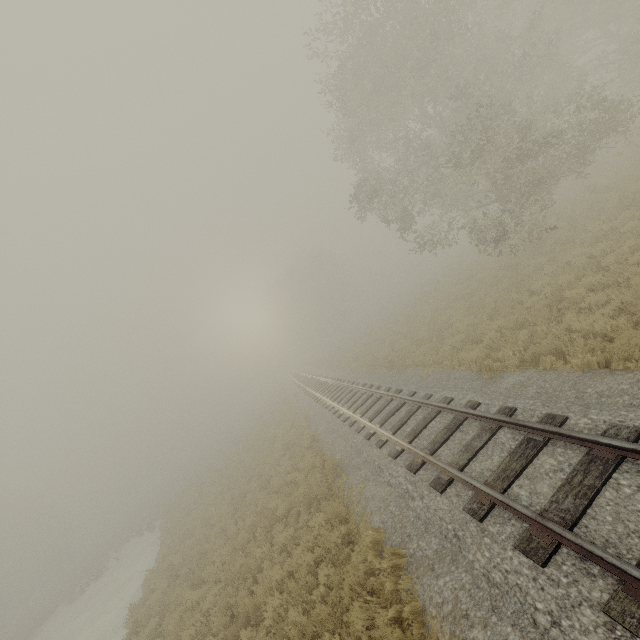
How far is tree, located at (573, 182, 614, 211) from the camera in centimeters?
1603cm

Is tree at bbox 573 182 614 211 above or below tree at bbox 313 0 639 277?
below

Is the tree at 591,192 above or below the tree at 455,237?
below

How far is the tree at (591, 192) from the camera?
16.0 meters

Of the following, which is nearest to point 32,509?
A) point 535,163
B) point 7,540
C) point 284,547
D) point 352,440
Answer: point 7,540
